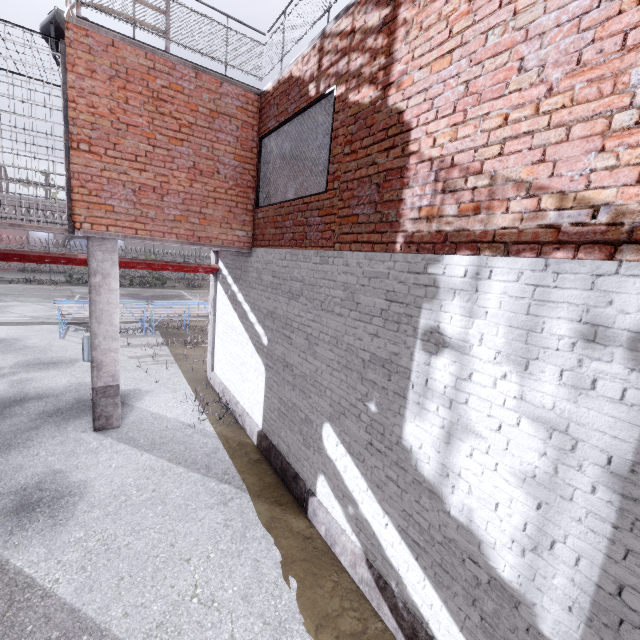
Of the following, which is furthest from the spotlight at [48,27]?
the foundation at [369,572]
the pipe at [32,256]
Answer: the foundation at [369,572]

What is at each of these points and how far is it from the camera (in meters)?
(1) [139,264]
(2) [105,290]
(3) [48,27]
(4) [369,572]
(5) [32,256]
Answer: (1) pipe, 7.99
(2) column, 6.33
(3) spotlight, 6.66
(4) foundation, 3.85
(5) pipe, 6.89

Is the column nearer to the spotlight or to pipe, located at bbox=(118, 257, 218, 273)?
pipe, located at bbox=(118, 257, 218, 273)

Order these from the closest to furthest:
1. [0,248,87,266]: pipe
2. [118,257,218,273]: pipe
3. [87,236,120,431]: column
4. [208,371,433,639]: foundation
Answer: [208,371,433,639]: foundation
[87,236,120,431]: column
[0,248,87,266]: pipe
[118,257,218,273]: pipe

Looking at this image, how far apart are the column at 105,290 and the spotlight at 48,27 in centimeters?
382cm

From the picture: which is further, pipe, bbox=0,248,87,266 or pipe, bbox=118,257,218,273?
pipe, bbox=118,257,218,273

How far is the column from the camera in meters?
6.2
